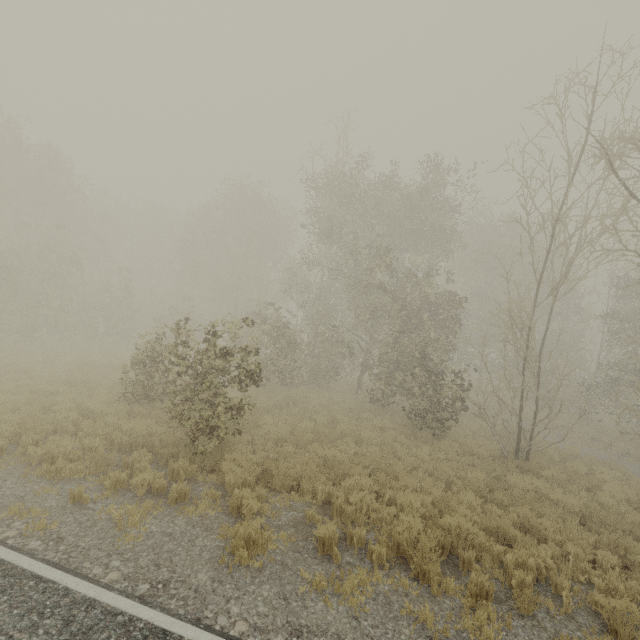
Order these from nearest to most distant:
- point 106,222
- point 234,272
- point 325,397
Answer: point 325,397 < point 234,272 < point 106,222

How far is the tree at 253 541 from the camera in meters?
5.1 m

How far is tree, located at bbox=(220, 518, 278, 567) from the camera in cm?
507
